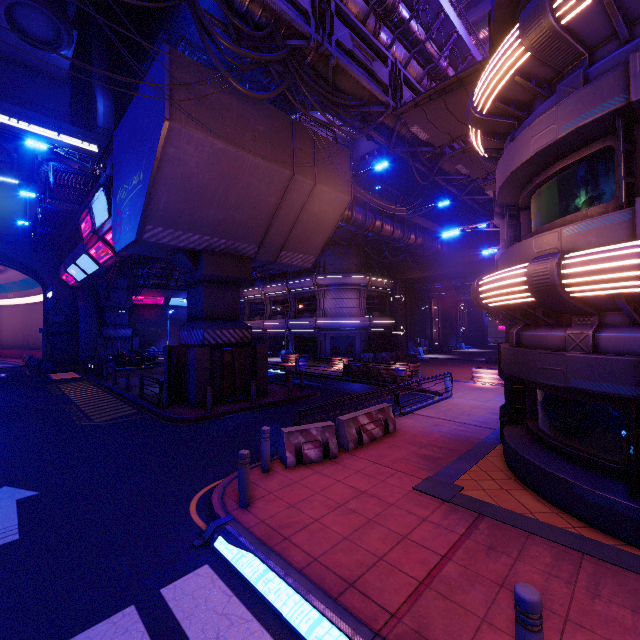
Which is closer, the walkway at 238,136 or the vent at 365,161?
the walkway at 238,136

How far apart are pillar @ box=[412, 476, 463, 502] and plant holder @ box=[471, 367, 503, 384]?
14.21m

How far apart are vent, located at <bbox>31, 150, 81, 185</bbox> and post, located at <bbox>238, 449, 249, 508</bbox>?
43.8 meters

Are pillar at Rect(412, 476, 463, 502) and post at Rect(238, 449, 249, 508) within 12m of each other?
yes

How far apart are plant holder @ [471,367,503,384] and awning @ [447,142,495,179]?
11.5 meters

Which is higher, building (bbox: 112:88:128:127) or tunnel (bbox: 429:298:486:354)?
building (bbox: 112:88:128:127)

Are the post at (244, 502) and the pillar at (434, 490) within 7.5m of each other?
yes

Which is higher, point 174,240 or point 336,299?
point 174,240
